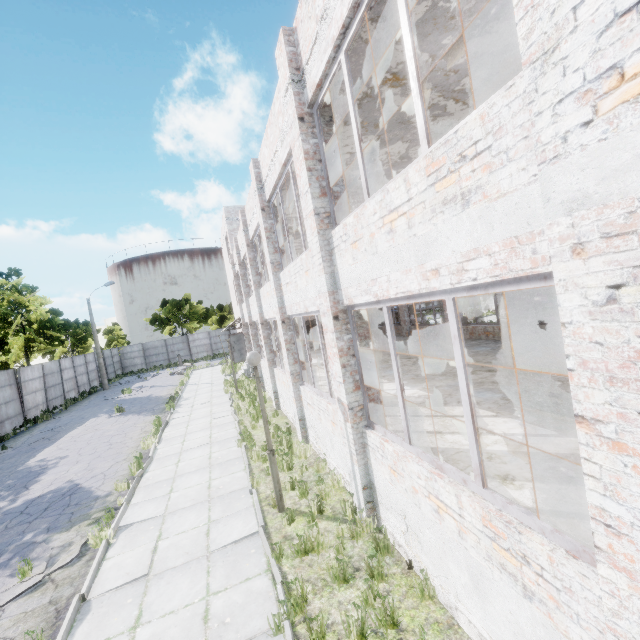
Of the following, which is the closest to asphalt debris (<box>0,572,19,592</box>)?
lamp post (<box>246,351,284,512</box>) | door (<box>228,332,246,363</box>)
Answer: lamp post (<box>246,351,284,512</box>)

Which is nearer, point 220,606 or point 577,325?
point 577,325

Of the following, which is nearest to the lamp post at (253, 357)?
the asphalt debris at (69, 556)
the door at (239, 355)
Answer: the asphalt debris at (69, 556)

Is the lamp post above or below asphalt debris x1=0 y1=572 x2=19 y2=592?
above

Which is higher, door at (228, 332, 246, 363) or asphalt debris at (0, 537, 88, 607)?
door at (228, 332, 246, 363)

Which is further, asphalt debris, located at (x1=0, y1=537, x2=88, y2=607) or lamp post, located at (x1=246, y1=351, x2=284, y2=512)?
lamp post, located at (x1=246, y1=351, x2=284, y2=512)
